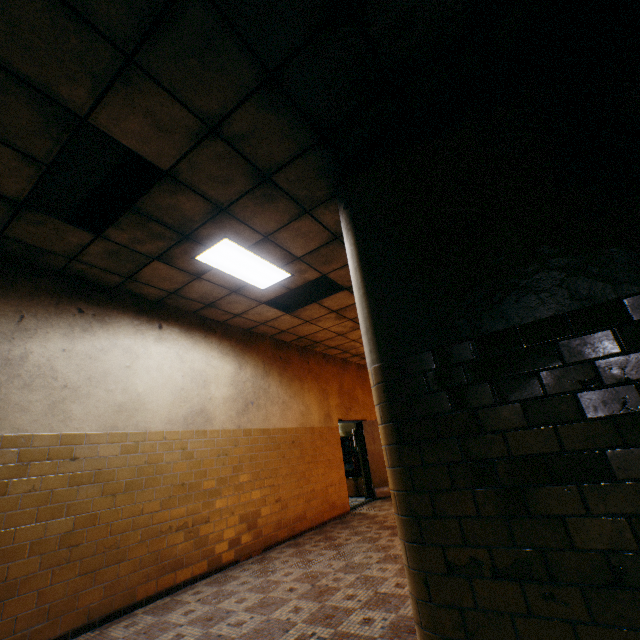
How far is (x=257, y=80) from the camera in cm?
237

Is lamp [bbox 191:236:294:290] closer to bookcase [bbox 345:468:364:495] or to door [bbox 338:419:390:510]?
door [bbox 338:419:390:510]

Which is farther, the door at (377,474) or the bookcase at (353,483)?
the bookcase at (353,483)

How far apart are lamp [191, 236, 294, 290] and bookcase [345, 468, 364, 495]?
7.1m

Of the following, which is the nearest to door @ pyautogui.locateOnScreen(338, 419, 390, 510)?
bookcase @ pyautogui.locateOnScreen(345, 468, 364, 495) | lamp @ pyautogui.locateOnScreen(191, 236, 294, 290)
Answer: bookcase @ pyautogui.locateOnScreen(345, 468, 364, 495)

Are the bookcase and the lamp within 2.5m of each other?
no

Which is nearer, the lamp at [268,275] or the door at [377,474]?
the lamp at [268,275]
